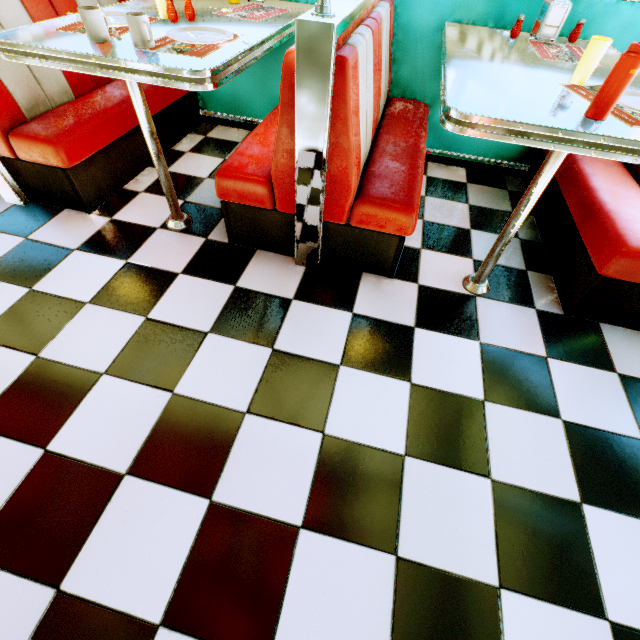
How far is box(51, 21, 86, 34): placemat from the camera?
1.5 meters

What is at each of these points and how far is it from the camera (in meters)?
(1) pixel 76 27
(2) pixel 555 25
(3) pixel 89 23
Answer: (1) placemat, 1.50
(2) napkin holder, 1.91
(3) coffee cup, 1.32

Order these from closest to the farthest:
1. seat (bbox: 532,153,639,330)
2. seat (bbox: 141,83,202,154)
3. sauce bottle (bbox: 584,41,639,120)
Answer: sauce bottle (bbox: 584,41,639,120) < seat (bbox: 532,153,639,330) < seat (bbox: 141,83,202,154)

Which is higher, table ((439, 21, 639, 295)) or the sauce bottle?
the sauce bottle

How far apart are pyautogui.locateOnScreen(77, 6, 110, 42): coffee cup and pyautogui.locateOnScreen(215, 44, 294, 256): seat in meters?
0.7 m

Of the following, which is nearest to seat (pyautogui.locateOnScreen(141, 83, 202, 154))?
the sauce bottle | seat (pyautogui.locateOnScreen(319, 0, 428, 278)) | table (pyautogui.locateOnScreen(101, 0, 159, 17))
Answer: table (pyautogui.locateOnScreen(101, 0, 159, 17))

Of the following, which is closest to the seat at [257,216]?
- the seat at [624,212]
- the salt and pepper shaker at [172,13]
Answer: the salt and pepper shaker at [172,13]

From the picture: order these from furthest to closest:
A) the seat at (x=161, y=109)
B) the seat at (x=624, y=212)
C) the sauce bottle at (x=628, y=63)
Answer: the seat at (x=161, y=109)
the seat at (x=624, y=212)
the sauce bottle at (x=628, y=63)
